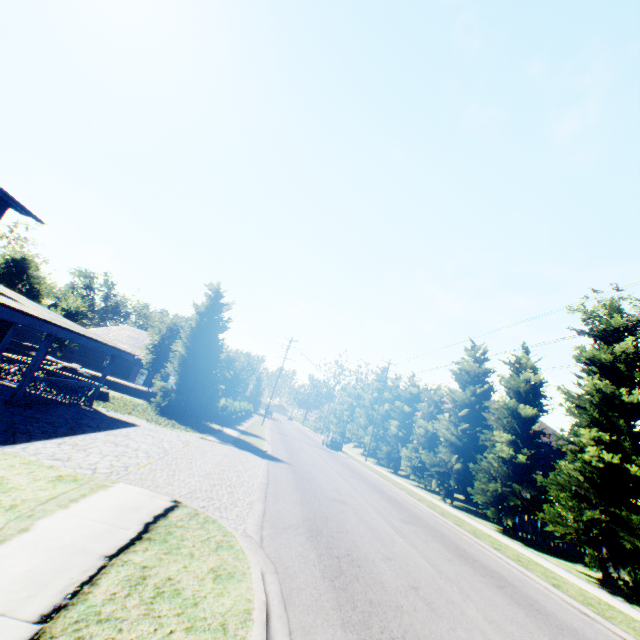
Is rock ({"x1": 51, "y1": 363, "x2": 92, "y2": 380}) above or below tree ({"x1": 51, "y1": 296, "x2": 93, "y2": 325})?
below

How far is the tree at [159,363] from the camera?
27.7 meters

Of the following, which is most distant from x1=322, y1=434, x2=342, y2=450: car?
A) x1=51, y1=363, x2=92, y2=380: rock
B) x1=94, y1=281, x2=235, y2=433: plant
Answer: x1=51, y1=363, x2=92, y2=380: rock

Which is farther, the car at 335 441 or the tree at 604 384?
the car at 335 441

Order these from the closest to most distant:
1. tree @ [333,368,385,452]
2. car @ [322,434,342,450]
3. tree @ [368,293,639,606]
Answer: tree @ [368,293,639,606] → car @ [322,434,342,450] → tree @ [333,368,385,452]

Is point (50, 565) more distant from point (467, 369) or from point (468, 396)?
point (467, 369)

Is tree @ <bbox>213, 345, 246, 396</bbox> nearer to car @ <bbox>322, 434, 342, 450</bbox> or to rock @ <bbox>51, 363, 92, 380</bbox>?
car @ <bbox>322, 434, 342, 450</bbox>

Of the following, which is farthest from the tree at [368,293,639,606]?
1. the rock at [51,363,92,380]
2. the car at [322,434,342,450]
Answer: the rock at [51,363,92,380]
